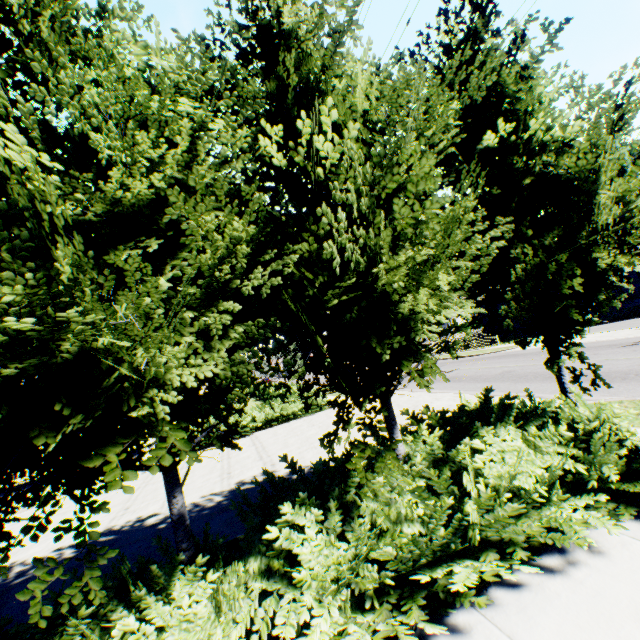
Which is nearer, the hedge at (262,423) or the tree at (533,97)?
the tree at (533,97)

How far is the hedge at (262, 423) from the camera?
15.2m

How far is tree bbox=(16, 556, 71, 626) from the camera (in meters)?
2.14

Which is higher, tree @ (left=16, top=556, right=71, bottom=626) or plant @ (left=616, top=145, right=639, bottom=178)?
plant @ (left=616, top=145, right=639, bottom=178)

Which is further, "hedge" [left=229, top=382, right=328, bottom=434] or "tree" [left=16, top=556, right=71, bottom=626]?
"hedge" [left=229, top=382, right=328, bottom=434]

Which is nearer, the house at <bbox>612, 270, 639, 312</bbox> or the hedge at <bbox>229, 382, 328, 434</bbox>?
the hedge at <bbox>229, 382, 328, 434</bbox>

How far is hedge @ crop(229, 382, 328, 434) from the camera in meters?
15.2

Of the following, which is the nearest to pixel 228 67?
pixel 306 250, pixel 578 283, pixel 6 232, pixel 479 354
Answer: pixel 306 250
